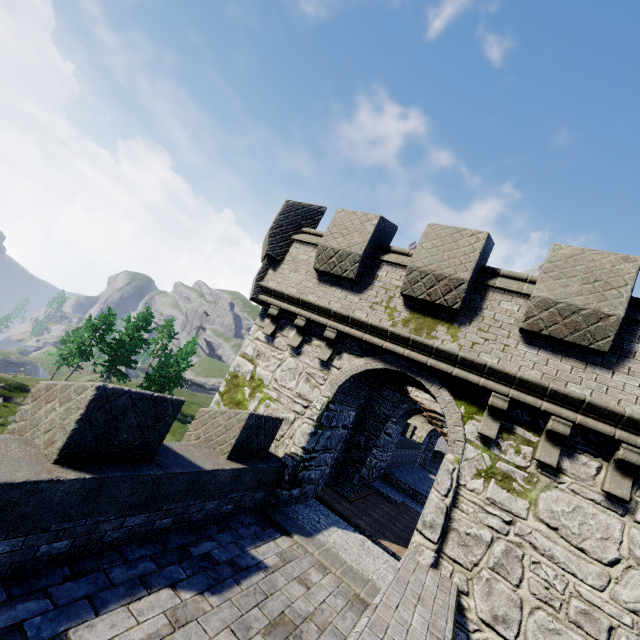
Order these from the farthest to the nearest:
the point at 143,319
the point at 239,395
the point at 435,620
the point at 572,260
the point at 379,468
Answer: the point at 143,319, the point at 379,468, the point at 239,395, the point at 572,260, the point at 435,620
